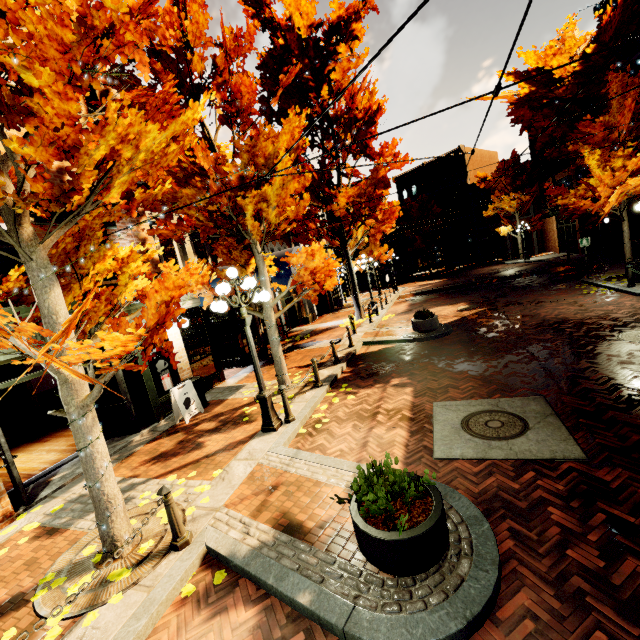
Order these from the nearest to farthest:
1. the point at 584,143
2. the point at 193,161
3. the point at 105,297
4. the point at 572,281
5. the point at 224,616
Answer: the point at 224,616 < the point at 105,297 < the point at 193,161 < the point at 584,143 < the point at 572,281

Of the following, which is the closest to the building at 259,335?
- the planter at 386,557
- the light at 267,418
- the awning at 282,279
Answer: the awning at 282,279

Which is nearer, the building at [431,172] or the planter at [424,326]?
the planter at [424,326]

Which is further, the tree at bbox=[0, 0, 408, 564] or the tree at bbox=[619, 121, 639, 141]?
the tree at bbox=[619, 121, 639, 141]

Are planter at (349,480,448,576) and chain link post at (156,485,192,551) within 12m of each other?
yes

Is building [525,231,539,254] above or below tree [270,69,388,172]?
below

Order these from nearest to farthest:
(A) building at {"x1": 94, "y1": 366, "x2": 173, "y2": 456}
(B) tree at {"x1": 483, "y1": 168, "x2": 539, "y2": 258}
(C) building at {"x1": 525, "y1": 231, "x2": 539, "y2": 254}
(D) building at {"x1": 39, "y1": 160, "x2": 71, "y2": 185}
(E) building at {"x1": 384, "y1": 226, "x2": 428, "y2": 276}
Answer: (D) building at {"x1": 39, "y1": 160, "x2": 71, "y2": 185}, (A) building at {"x1": 94, "y1": 366, "x2": 173, "y2": 456}, (B) tree at {"x1": 483, "y1": 168, "x2": 539, "y2": 258}, (C) building at {"x1": 525, "y1": 231, "x2": 539, "y2": 254}, (E) building at {"x1": 384, "y1": 226, "x2": 428, "y2": 276}

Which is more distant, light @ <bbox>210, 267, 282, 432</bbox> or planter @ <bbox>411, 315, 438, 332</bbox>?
planter @ <bbox>411, 315, 438, 332</bbox>
